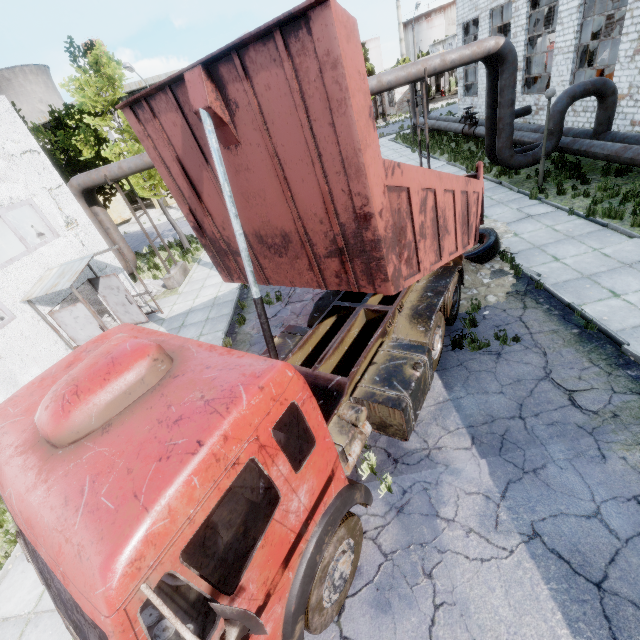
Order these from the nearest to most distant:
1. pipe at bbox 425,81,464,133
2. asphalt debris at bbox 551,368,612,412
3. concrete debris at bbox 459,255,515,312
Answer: asphalt debris at bbox 551,368,612,412 → concrete debris at bbox 459,255,515,312 → pipe at bbox 425,81,464,133

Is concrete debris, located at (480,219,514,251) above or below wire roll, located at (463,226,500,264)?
below

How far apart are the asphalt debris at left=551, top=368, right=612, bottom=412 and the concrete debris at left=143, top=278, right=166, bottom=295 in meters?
14.7 m

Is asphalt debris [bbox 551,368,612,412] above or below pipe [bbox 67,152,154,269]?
below

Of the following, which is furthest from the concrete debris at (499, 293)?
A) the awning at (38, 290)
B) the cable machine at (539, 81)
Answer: the cable machine at (539, 81)

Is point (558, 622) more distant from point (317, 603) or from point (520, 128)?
point (520, 128)

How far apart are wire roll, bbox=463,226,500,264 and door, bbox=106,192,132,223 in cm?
3475

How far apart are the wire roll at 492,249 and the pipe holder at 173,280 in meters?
12.1 m
